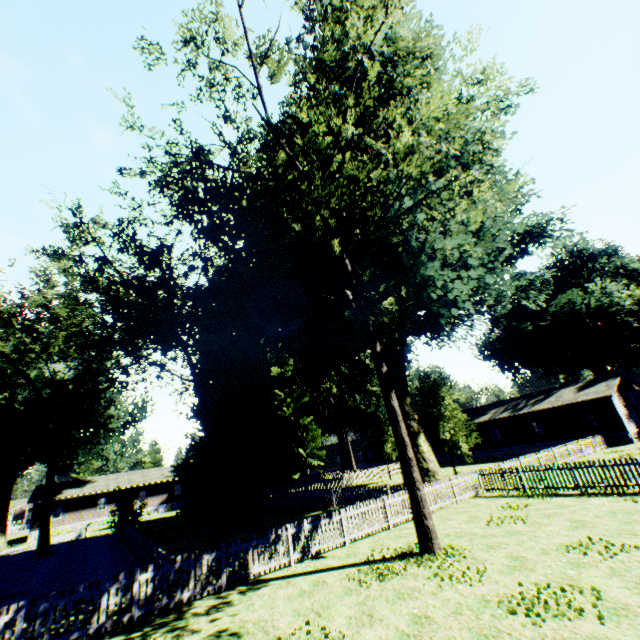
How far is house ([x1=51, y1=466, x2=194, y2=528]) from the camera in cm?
4362

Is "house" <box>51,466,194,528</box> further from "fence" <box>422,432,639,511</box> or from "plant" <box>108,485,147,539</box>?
"plant" <box>108,485,147,539</box>

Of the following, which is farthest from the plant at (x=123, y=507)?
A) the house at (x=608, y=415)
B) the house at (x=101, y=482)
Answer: the house at (x=101, y=482)

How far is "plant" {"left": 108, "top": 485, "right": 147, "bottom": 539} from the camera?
25.12m

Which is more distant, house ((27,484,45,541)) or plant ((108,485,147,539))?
house ((27,484,45,541))

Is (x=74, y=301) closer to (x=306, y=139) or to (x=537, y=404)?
(x=306, y=139)

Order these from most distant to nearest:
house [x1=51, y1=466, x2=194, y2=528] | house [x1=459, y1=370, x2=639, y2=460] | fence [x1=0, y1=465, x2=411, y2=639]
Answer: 1. house [x1=51, y1=466, x2=194, y2=528]
2. house [x1=459, y1=370, x2=639, y2=460]
3. fence [x1=0, y1=465, x2=411, y2=639]

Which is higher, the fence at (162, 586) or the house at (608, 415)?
the house at (608, 415)
